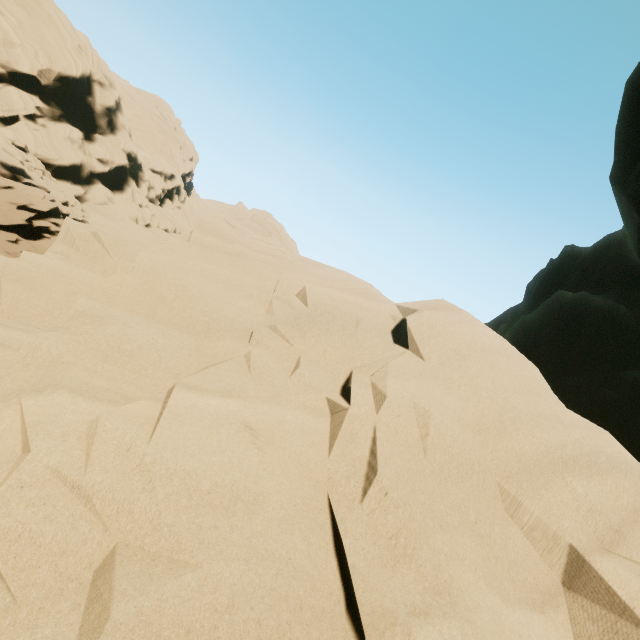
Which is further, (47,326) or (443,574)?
(47,326)
